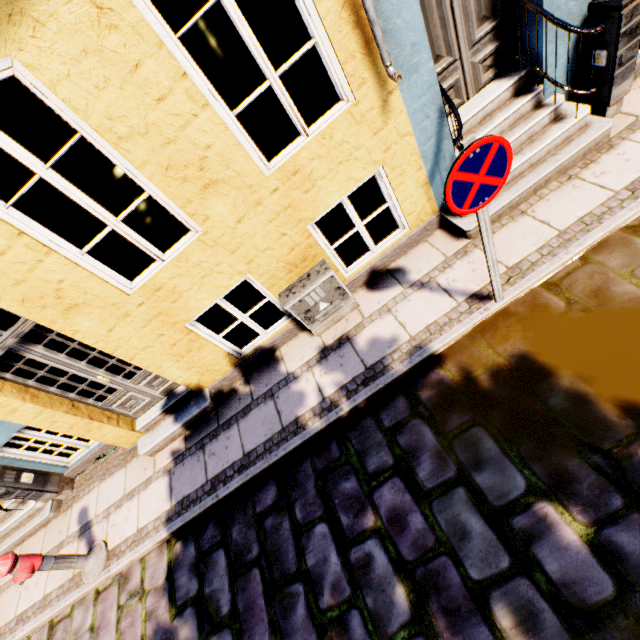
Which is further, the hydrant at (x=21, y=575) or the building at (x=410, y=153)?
the hydrant at (x=21, y=575)

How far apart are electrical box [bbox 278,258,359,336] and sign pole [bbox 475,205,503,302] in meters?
1.7

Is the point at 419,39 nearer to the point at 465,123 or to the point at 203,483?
the point at 465,123

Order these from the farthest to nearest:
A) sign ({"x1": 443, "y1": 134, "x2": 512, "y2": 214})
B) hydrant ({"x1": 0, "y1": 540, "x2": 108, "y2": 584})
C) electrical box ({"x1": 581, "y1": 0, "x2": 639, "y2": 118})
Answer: hydrant ({"x1": 0, "y1": 540, "x2": 108, "y2": 584}), electrical box ({"x1": 581, "y1": 0, "x2": 639, "y2": 118}), sign ({"x1": 443, "y1": 134, "x2": 512, "y2": 214})

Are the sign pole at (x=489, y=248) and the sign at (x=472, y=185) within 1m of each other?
yes

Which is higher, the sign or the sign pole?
the sign

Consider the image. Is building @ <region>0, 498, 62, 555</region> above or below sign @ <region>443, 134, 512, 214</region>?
below

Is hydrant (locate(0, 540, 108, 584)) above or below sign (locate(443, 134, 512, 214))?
below
